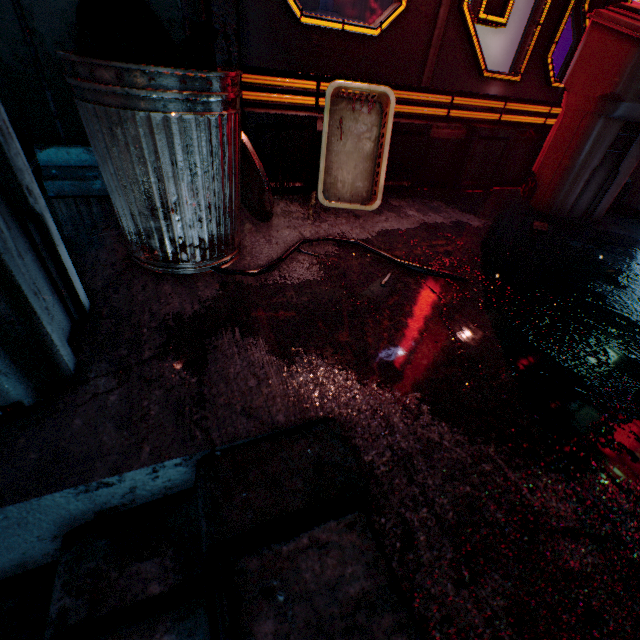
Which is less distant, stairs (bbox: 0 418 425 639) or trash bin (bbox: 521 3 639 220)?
stairs (bbox: 0 418 425 639)

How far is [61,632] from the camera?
0.52m

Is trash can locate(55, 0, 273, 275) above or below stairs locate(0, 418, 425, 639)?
above

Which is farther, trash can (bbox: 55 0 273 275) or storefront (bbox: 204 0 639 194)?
storefront (bbox: 204 0 639 194)

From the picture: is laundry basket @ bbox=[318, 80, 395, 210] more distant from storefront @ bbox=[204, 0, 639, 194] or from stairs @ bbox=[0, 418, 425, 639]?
stairs @ bbox=[0, 418, 425, 639]

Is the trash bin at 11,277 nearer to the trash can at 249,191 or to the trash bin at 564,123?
the trash can at 249,191

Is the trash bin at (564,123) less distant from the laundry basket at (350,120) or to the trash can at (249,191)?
the laundry basket at (350,120)

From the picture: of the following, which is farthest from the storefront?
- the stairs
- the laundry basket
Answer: the stairs
